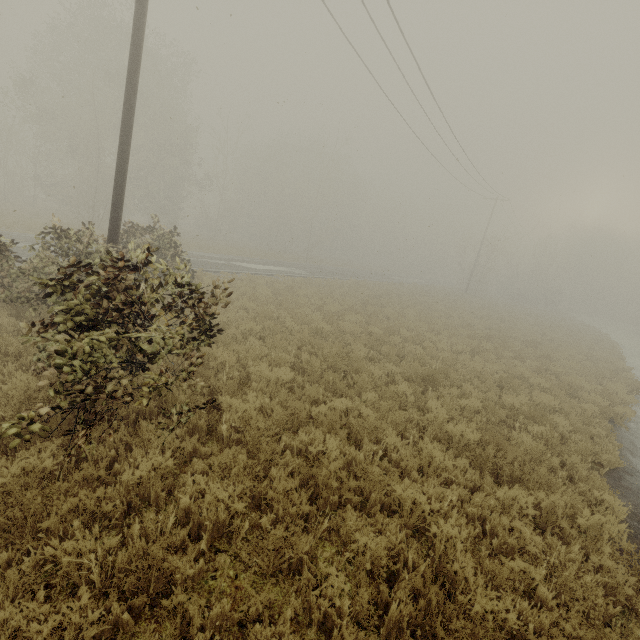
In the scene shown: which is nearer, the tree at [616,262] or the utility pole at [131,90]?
the utility pole at [131,90]

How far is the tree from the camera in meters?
58.6 m

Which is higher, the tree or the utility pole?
the tree

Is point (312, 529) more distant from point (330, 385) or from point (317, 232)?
point (317, 232)

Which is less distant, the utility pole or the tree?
the utility pole

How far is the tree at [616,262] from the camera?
58.6m
